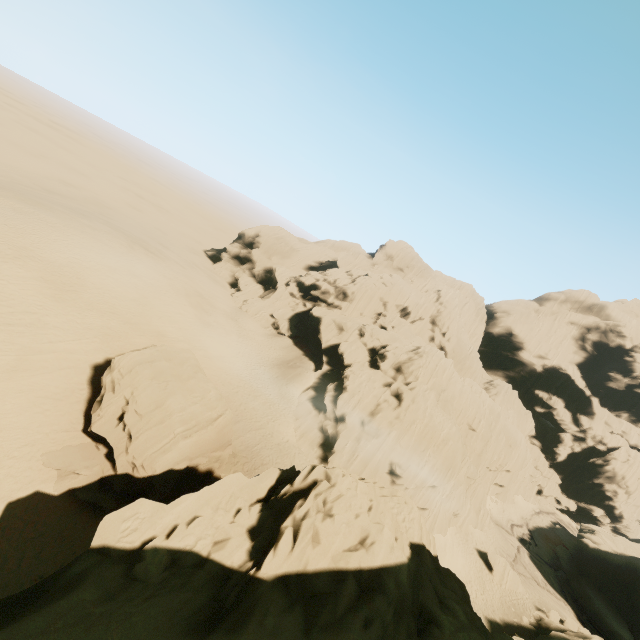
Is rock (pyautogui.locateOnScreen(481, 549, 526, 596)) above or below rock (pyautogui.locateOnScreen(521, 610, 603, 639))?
below

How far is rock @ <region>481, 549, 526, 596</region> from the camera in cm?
3453

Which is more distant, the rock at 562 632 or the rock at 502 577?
the rock at 502 577

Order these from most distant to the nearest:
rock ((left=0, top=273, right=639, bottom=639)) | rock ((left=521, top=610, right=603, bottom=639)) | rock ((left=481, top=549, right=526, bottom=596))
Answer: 1. rock ((left=481, top=549, right=526, bottom=596))
2. rock ((left=521, top=610, right=603, bottom=639))
3. rock ((left=0, top=273, right=639, bottom=639))

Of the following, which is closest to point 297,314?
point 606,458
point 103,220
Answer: point 103,220
